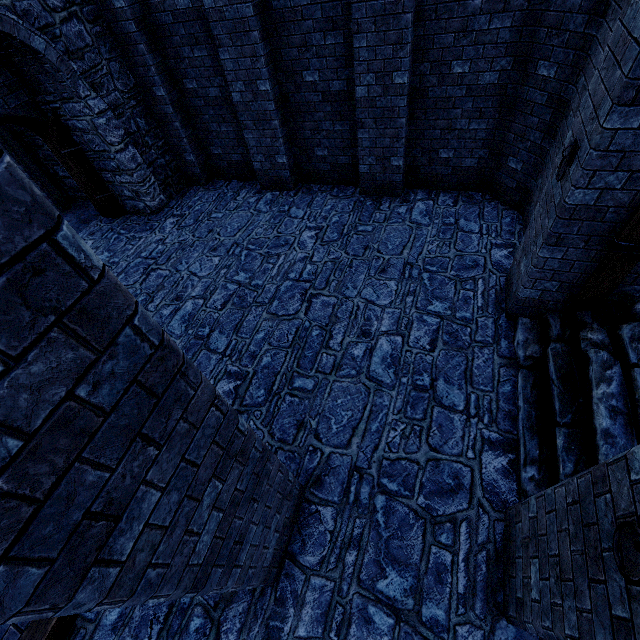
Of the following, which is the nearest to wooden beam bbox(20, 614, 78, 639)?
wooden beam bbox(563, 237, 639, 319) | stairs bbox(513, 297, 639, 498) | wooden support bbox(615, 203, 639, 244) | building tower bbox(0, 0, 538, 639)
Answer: building tower bbox(0, 0, 538, 639)

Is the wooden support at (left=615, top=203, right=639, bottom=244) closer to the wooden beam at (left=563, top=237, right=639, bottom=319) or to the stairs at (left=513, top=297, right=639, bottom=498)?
the wooden beam at (left=563, top=237, right=639, bottom=319)

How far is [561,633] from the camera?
2.1 meters

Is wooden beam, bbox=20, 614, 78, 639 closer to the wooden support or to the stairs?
the stairs

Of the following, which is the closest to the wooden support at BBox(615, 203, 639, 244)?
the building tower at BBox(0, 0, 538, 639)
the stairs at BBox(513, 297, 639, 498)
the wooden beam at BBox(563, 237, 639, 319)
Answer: the wooden beam at BBox(563, 237, 639, 319)

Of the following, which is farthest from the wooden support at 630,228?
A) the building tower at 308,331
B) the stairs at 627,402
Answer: the building tower at 308,331

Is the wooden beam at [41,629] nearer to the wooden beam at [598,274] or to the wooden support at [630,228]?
the wooden support at [630,228]

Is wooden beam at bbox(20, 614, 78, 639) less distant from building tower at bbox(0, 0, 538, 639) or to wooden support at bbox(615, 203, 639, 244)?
building tower at bbox(0, 0, 538, 639)
